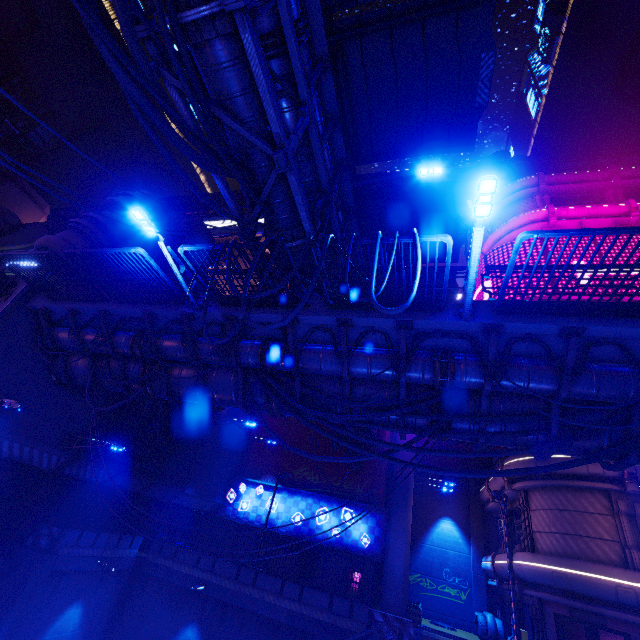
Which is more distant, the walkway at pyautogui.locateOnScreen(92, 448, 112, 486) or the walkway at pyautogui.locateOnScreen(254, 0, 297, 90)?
the walkway at pyautogui.locateOnScreen(92, 448, 112, 486)

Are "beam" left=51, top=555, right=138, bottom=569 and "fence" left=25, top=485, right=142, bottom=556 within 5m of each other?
yes

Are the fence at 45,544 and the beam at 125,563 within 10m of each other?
yes

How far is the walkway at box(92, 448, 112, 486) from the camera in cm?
1645

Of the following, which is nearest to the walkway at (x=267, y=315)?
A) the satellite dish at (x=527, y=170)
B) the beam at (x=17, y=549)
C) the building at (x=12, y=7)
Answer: the beam at (x=17, y=549)

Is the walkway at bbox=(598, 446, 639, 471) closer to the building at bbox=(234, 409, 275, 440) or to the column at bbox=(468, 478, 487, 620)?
the building at bbox=(234, 409, 275, 440)

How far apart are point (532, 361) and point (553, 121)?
66.6 meters

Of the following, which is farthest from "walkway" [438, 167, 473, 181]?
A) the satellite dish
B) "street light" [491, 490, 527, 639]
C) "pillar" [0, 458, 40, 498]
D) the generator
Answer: the generator
